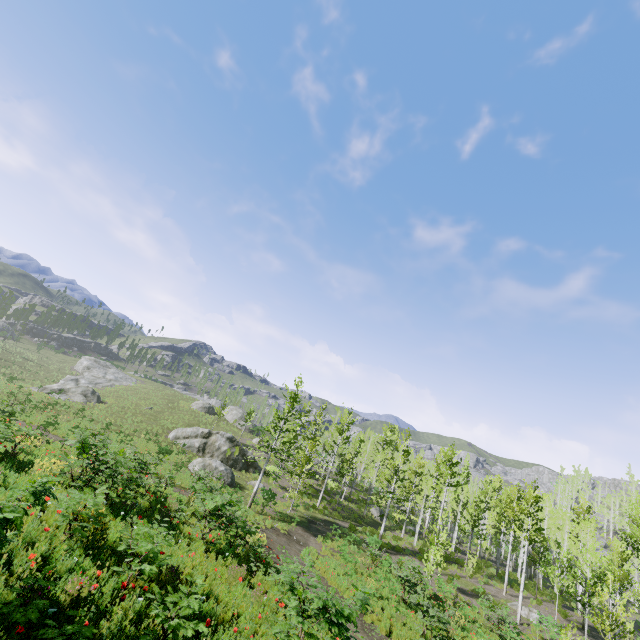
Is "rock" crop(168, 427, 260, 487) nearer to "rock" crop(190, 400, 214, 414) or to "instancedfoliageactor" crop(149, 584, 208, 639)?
"rock" crop(190, 400, 214, 414)

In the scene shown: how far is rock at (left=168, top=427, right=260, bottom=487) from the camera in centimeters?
2833cm

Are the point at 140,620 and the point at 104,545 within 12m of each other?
yes

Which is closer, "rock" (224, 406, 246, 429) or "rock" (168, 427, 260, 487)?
"rock" (168, 427, 260, 487)

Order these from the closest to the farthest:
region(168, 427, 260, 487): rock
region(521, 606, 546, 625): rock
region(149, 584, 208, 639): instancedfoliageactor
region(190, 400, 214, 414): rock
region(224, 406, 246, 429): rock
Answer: region(149, 584, 208, 639): instancedfoliageactor → region(521, 606, 546, 625): rock → region(168, 427, 260, 487): rock → region(190, 400, 214, 414): rock → region(224, 406, 246, 429): rock

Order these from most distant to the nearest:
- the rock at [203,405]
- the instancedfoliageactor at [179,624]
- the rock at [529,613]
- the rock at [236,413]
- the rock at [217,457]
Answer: the rock at [236,413] → the rock at [203,405] → the rock at [217,457] → the rock at [529,613] → the instancedfoliageactor at [179,624]

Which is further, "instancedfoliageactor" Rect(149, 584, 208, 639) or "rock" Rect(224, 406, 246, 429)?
"rock" Rect(224, 406, 246, 429)

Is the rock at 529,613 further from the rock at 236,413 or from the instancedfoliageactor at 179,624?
the rock at 236,413
